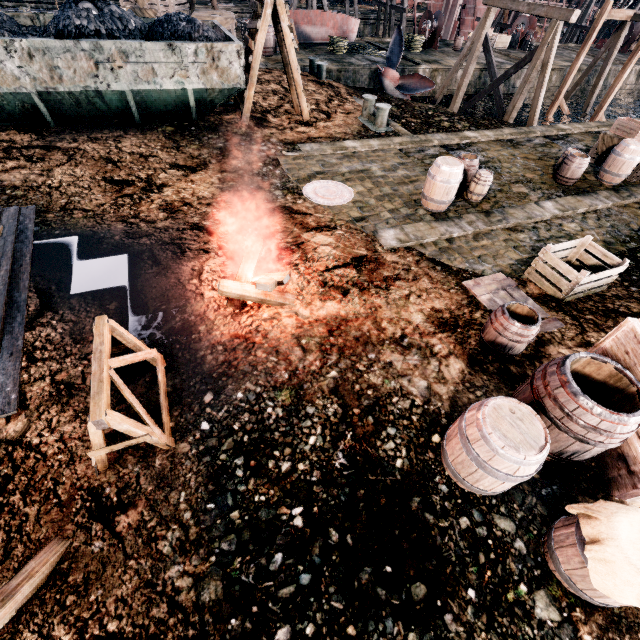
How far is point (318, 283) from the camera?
6.9m

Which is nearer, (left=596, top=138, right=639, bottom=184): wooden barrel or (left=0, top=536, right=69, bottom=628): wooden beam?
(left=0, top=536, right=69, bottom=628): wooden beam

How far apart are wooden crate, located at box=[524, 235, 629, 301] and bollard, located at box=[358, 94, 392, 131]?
9.9m

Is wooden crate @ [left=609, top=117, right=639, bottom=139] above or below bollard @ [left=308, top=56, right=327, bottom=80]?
above

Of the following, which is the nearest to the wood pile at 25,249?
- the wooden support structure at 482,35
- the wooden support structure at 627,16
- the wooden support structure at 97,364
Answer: the wooden support structure at 97,364

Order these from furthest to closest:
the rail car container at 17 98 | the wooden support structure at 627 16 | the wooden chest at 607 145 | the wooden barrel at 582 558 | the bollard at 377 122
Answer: the wooden support structure at 627 16 → the bollard at 377 122 → the wooden chest at 607 145 → the rail car container at 17 98 → the wooden barrel at 582 558

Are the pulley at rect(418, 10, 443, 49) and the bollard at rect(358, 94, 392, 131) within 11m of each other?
no

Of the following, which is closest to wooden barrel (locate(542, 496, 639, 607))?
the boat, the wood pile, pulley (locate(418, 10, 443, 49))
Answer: the wood pile
